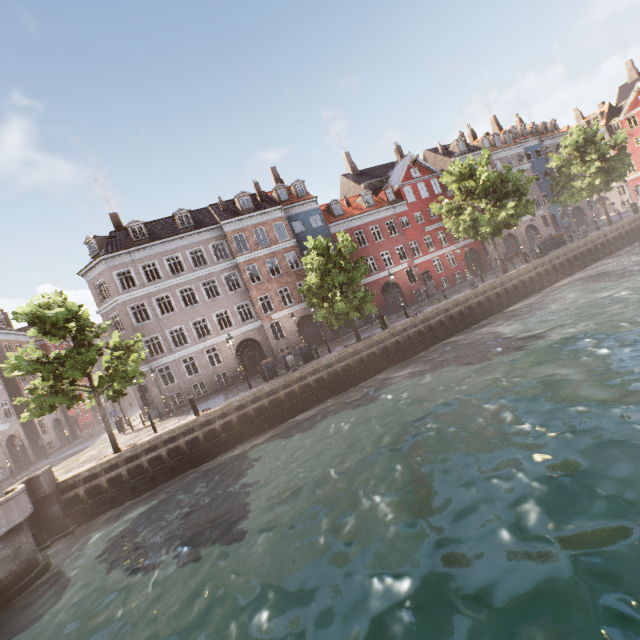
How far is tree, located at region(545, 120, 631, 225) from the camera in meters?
30.5 m

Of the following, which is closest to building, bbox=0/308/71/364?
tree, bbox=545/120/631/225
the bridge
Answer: tree, bbox=545/120/631/225

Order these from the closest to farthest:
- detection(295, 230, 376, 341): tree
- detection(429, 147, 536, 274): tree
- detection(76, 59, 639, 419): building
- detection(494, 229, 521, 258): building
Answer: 1. detection(295, 230, 376, 341): tree
2. detection(429, 147, 536, 274): tree
3. detection(76, 59, 639, 419): building
4. detection(494, 229, 521, 258): building

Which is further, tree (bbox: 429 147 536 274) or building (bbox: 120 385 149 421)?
building (bbox: 120 385 149 421)

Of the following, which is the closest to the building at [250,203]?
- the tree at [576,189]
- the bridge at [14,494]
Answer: the tree at [576,189]

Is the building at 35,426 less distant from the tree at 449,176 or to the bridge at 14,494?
the tree at 449,176

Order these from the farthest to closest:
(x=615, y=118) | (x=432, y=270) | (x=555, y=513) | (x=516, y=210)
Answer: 1. (x=615, y=118)
2. (x=432, y=270)
3. (x=516, y=210)
4. (x=555, y=513)
